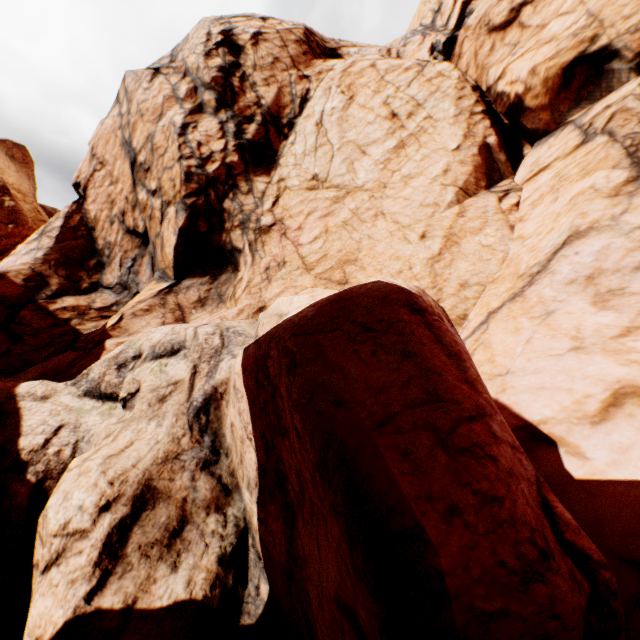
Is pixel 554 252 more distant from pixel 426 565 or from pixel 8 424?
pixel 8 424
